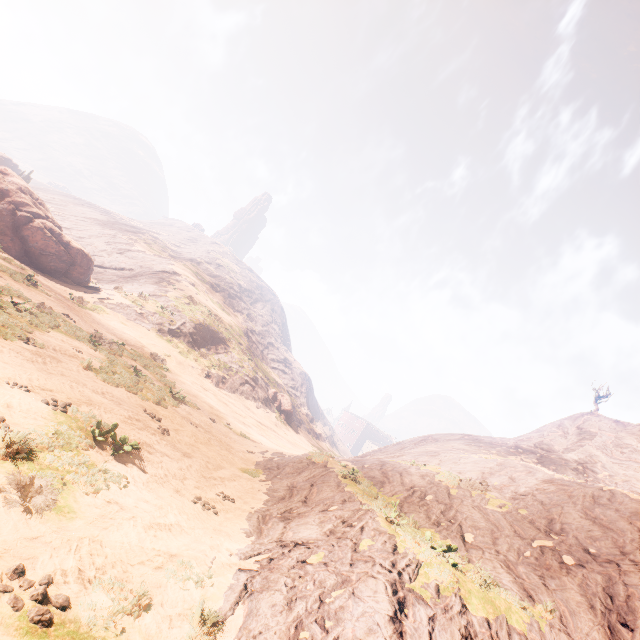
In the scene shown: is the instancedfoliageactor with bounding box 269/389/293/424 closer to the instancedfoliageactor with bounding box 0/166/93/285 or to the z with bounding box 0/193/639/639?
the z with bounding box 0/193/639/639

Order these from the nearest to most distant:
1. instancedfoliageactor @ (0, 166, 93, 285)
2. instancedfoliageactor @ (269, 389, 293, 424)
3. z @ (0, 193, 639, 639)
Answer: z @ (0, 193, 639, 639), instancedfoliageactor @ (0, 166, 93, 285), instancedfoliageactor @ (269, 389, 293, 424)

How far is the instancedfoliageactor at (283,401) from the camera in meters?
43.6

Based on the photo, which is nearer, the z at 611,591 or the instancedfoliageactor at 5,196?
the z at 611,591

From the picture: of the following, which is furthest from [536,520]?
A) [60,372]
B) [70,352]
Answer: [70,352]

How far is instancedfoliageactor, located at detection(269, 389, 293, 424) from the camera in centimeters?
4362cm
